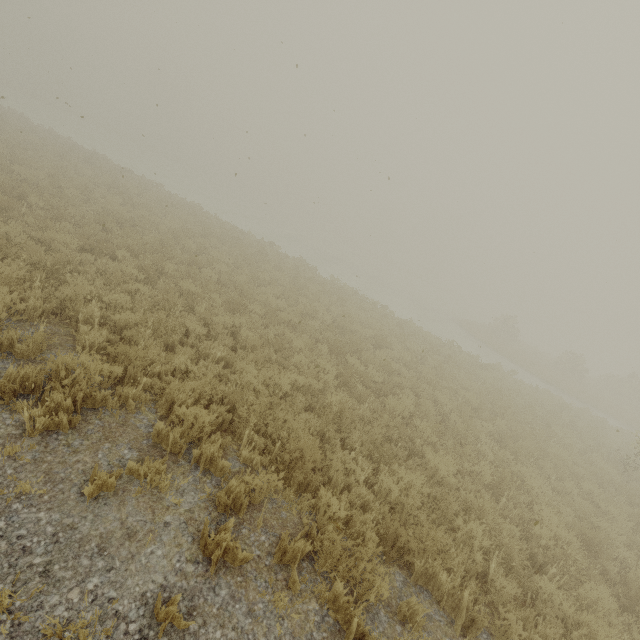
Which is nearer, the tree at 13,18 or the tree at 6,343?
the tree at 6,343

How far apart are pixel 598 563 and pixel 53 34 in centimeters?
8890cm

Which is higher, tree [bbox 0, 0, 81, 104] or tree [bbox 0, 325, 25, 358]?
tree [bbox 0, 0, 81, 104]

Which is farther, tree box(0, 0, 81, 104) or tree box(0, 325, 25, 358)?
tree box(0, 0, 81, 104)

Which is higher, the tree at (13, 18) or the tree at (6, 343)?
the tree at (13, 18)
